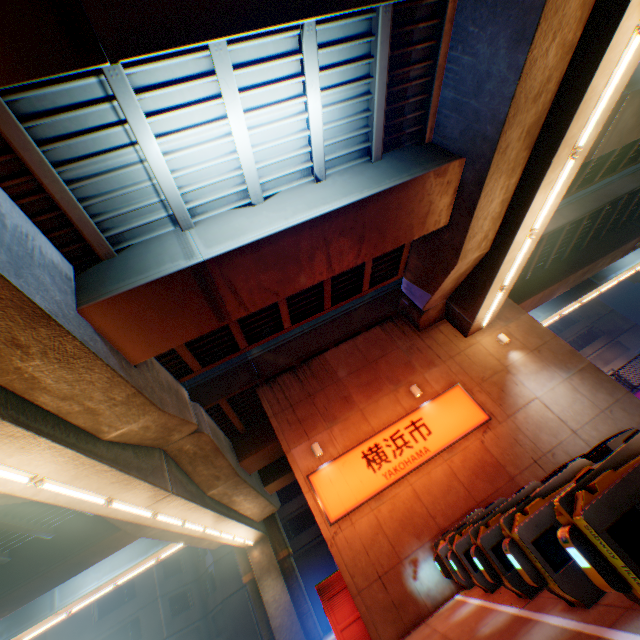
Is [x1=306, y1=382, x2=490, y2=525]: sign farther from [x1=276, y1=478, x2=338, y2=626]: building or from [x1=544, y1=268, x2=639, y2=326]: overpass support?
[x1=276, y1=478, x2=338, y2=626]: building

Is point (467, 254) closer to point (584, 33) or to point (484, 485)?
point (584, 33)

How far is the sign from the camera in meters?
10.5 m

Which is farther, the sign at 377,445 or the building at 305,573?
the building at 305,573

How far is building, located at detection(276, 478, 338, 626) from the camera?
28.66m

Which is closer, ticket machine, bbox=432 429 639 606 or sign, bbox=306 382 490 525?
ticket machine, bbox=432 429 639 606

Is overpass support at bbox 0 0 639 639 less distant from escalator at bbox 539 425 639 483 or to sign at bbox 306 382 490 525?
sign at bbox 306 382 490 525

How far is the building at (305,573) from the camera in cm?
2866
